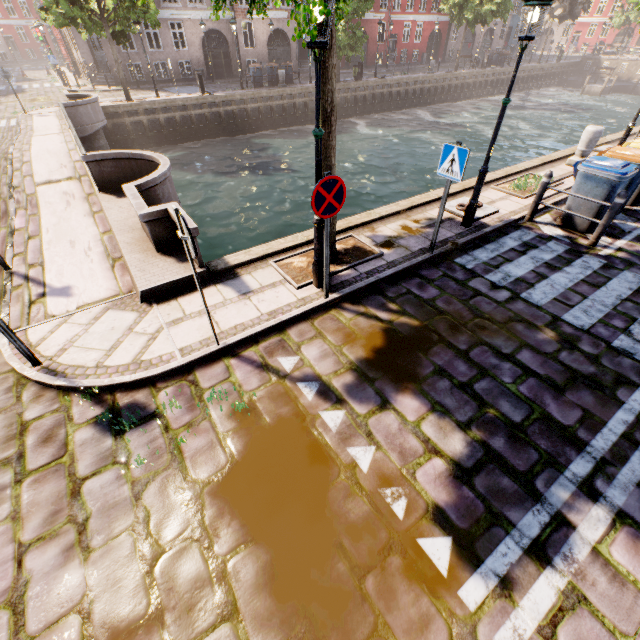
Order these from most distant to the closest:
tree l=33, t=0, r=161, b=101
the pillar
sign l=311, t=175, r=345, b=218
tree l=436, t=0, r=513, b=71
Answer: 1. tree l=436, t=0, r=513, b=71
2. tree l=33, t=0, r=161, b=101
3. the pillar
4. sign l=311, t=175, r=345, b=218

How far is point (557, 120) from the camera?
26.6m

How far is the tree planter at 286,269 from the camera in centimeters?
559cm

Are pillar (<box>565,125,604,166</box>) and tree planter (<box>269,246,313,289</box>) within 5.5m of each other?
no

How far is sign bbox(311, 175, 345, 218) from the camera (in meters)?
3.97

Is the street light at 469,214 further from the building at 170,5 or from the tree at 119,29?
the building at 170,5

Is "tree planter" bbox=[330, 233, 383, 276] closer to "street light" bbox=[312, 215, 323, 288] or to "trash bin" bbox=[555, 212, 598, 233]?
"street light" bbox=[312, 215, 323, 288]

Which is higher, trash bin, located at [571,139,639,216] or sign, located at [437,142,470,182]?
sign, located at [437,142,470,182]
